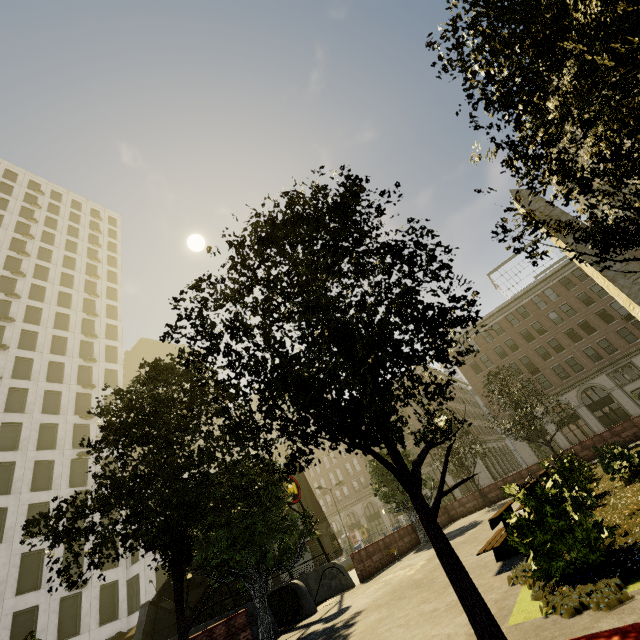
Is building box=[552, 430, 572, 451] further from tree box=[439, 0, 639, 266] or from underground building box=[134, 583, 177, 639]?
underground building box=[134, 583, 177, 639]

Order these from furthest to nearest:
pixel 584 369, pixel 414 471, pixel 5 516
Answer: pixel 584 369 < pixel 5 516 < pixel 414 471

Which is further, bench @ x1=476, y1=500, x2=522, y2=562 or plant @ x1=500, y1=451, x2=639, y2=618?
bench @ x1=476, y1=500, x2=522, y2=562

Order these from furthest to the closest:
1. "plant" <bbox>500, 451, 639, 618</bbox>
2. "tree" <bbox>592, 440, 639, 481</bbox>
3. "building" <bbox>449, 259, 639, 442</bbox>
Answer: "building" <bbox>449, 259, 639, 442</bbox>
"tree" <bbox>592, 440, 639, 481</bbox>
"plant" <bbox>500, 451, 639, 618</bbox>

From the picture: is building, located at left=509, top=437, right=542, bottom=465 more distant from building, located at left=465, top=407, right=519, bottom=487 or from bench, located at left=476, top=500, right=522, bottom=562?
bench, located at left=476, top=500, right=522, bottom=562

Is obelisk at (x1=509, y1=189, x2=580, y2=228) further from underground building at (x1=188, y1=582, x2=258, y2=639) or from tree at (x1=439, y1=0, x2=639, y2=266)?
underground building at (x1=188, y1=582, x2=258, y2=639)

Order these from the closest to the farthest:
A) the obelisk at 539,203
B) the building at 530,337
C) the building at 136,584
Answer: the obelisk at 539,203 < the building at 136,584 < the building at 530,337

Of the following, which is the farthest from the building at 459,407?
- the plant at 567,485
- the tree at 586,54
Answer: the plant at 567,485
